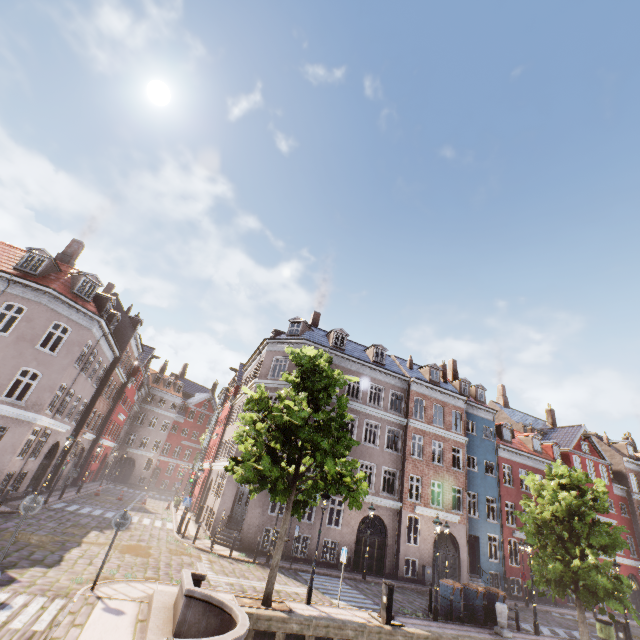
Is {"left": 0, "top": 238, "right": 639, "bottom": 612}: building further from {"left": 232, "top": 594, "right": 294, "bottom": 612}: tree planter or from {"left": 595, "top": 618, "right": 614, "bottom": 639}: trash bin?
{"left": 232, "top": 594, "right": 294, "bottom": 612}: tree planter

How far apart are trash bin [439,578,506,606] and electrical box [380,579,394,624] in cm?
628

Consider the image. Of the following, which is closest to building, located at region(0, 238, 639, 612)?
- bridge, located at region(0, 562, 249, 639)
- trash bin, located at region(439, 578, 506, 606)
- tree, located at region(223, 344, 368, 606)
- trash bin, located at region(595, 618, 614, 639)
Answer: tree, located at region(223, 344, 368, 606)

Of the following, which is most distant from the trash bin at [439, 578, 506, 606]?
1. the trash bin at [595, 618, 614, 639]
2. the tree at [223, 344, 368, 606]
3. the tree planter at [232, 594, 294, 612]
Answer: the tree planter at [232, 594, 294, 612]

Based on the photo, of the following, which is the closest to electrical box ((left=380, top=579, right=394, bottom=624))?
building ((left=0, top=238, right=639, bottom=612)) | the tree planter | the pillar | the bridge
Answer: the tree planter

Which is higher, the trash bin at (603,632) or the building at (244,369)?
the building at (244,369)

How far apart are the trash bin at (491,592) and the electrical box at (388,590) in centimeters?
628cm

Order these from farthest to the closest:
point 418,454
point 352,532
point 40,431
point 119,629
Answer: point 418,454 < point 352,532 < point 40,431 < point 119,629
